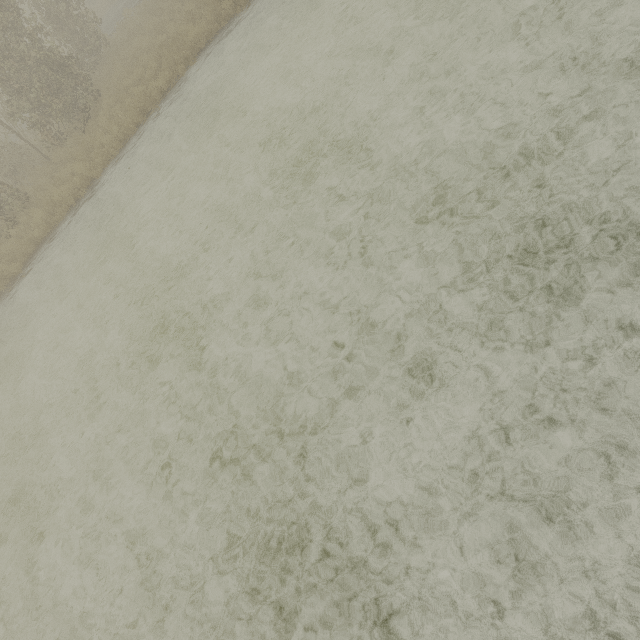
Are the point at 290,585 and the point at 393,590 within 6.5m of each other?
yes
